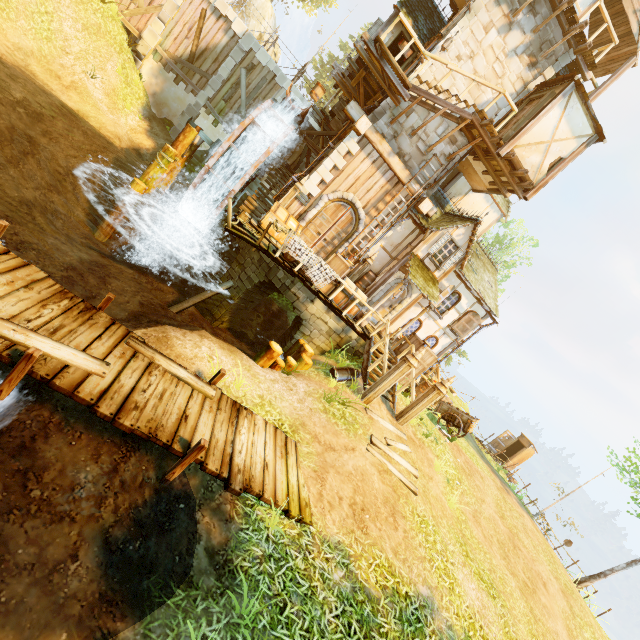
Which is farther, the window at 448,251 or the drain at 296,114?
the window at 448,251

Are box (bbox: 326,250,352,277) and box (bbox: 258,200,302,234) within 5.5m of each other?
yes

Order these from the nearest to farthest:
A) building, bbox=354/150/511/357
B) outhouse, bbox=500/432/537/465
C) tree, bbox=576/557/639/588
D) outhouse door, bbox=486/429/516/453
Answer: building, bbox=354/150/511/357
tree, bbox=576/557/639/588
outhouse, bbox=500/432/537/465
outhouse door, bbox=486/429/516/453

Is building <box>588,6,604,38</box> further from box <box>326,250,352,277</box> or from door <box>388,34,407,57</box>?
box <box>326,250,352,277</box>

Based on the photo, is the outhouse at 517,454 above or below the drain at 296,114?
below

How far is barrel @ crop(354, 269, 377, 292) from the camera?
14.6 meters

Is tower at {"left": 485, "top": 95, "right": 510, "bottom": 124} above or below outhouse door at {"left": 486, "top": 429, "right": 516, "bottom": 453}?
above

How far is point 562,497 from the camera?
20.78m
